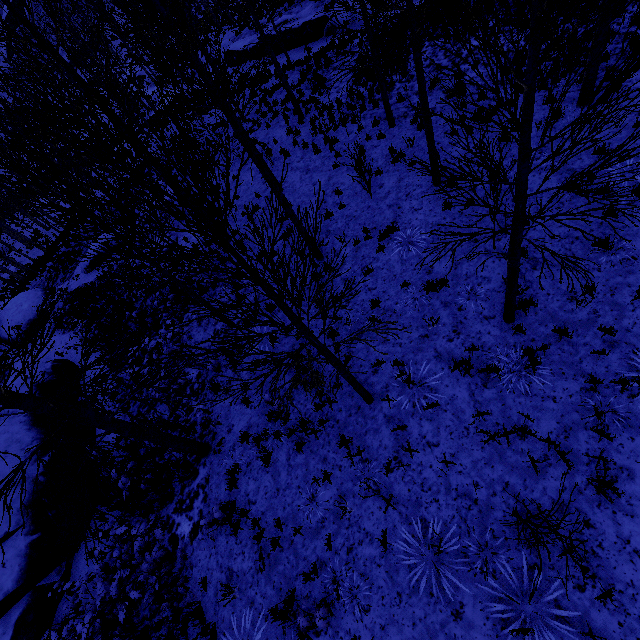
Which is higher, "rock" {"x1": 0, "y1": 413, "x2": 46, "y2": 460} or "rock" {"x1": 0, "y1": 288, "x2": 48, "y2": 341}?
"rock" {"x1": 0, "y1": 413, "x2": 46, "y2": 460}

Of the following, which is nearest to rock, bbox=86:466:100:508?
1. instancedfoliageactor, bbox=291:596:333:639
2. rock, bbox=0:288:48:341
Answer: rock, bbox=0:288:48:341

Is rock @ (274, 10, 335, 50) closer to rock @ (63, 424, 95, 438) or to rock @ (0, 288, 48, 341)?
rock @ (0, 288, 48, 341)

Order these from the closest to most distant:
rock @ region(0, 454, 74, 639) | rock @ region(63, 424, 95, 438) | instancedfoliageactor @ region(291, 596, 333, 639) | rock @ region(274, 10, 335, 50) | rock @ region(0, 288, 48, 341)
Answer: instancedfoliageactor @ region(291, 596, 333, 639)
rock @ region(0, 454, 74, 639)
rock @ region(63, 424, 95, 438)
rock @ region(0, 288, 48, 341)
rock @ region(274, 10, 335, 50)

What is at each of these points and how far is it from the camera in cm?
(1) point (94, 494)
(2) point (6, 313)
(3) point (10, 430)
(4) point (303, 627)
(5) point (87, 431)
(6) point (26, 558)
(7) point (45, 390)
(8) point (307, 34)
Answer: (1) rock, 927
(2) rock, 1766
(3) rock, 991
(4) instancedfoliageactor, 511
(5) rock, 1079
(6) rock, 814
(7) rock, 1181
(8) rock, 2150

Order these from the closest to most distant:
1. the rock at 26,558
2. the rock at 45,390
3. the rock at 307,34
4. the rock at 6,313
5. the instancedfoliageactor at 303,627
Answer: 1. the instancedfoliageactor at 303,627
2. the rock at 26,558
3. the rock at 45,390
4. the rock at 6,313
5. the rock at 307,34

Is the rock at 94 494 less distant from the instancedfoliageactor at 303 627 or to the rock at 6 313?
the rock at 6 313

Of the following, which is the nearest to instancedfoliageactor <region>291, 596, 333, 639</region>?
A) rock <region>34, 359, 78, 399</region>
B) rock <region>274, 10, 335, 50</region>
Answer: rock <region>34, 359, 78, 399</region>
